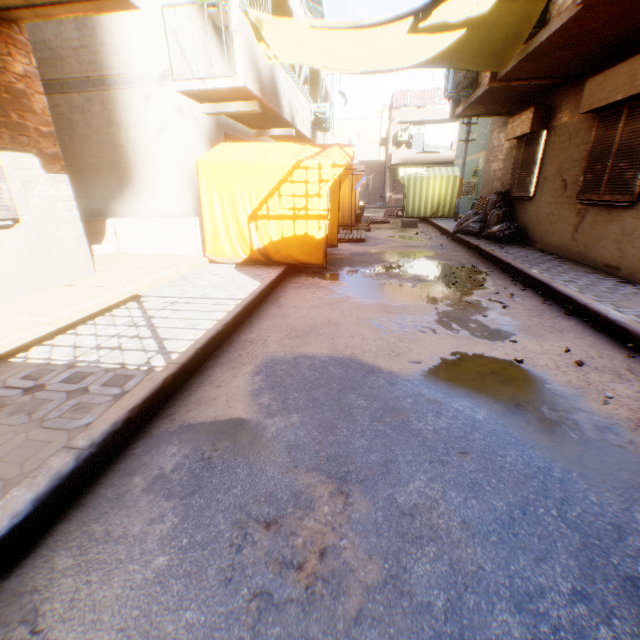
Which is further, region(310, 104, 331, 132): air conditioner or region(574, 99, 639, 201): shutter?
region(310, 104, 331, 132): air conditioner

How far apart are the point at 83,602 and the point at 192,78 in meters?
8.8 m

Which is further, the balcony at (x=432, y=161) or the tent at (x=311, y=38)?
the balcony at (x=432, y=161)

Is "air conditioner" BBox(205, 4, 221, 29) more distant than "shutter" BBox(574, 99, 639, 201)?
Yes

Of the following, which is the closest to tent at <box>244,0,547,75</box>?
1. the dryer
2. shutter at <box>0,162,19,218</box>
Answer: the dryer

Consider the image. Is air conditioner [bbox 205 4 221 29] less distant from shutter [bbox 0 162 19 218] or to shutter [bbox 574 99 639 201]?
shutter [bbox 574 99 639 201]

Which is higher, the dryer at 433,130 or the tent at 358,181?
the dryer at 433,130

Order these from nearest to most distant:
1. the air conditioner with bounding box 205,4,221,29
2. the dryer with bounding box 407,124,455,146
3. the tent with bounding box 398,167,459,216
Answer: the air conditioner with bounding box 205,4,221,29
the tent with bounding box 398,167,459,216
the dryer with bounding box 407,124,455,146
